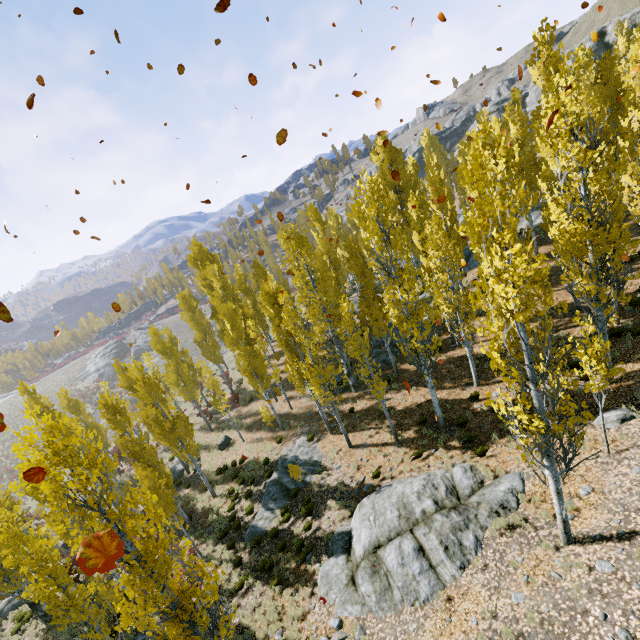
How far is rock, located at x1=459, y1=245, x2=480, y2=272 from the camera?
29.1 meters

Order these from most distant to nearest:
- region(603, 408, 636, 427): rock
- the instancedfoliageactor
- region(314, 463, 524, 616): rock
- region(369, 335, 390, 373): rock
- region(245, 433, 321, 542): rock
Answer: region(369, 335, 390, 373): rock, region(245, 433, 321, 542): rock, region(603, 408, 636, 427): rock, region(314, 463, 524, 616): rock, the instancedfoliageactor

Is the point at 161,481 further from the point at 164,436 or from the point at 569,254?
the point at 569,254

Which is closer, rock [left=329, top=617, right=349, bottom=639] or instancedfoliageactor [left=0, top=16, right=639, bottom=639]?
instancedfoliageactor [left=0, top=16, right=639, bottom=639]

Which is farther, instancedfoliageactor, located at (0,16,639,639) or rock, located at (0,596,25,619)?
rock, located at (0,596,25,619)

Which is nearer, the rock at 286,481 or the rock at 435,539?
the rock at 435,539

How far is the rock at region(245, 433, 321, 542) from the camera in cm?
1722

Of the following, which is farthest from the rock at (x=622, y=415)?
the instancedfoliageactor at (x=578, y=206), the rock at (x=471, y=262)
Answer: the rock at (x=471, y=262)
